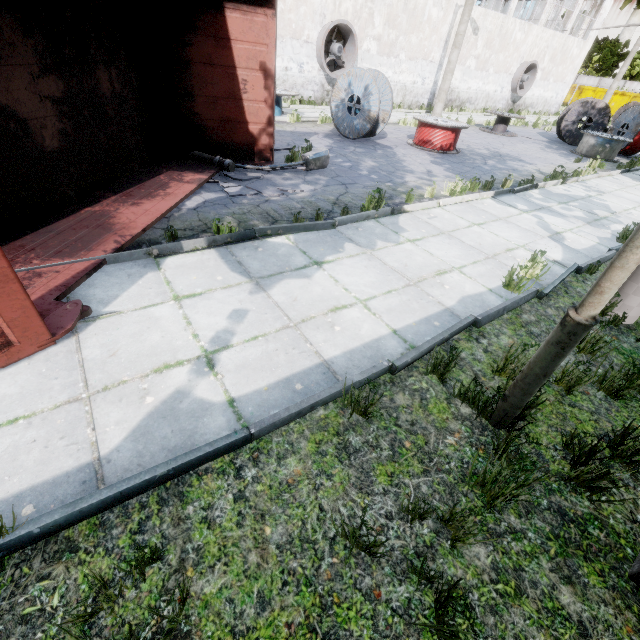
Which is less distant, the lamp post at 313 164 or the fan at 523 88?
the lamp post at 313 164

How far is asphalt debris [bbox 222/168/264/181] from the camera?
6.83m

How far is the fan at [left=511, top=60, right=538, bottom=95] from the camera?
23.8m

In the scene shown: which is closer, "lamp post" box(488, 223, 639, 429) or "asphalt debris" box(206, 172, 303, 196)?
"lamp post" box(488, 223, 639, 429)

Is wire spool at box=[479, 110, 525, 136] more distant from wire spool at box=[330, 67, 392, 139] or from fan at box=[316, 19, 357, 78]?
wire spool at box=[330, 67, 392, 139]

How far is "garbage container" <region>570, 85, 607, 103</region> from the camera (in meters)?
37.41

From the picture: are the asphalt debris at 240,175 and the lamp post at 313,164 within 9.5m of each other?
yes

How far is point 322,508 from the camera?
2.2m
